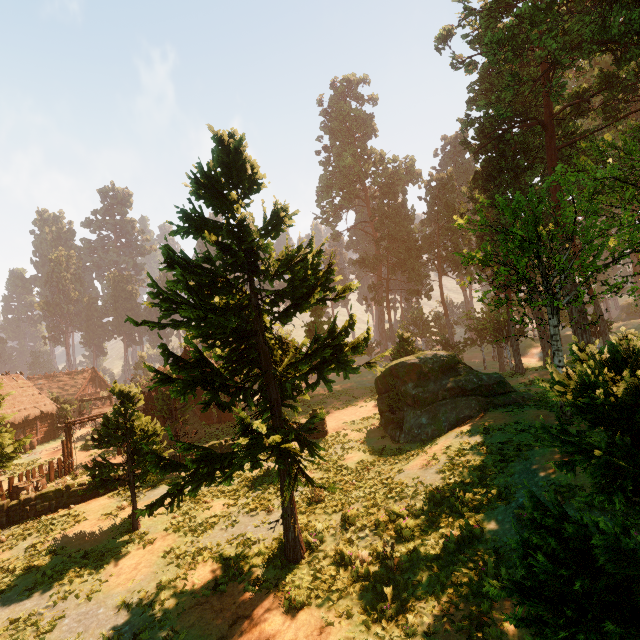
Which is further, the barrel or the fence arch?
the fence arch

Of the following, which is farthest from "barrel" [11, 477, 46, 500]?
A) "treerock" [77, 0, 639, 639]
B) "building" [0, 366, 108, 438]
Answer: "treerock" [77, 0, 639, 639]

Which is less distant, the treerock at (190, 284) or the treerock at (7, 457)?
the treerock at (190, 284)

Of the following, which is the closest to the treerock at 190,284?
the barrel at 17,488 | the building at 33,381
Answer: the building at 33,381

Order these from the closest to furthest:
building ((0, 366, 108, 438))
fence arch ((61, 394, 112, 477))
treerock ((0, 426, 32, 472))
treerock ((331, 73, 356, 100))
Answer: treerock ((0, 426, 32, 472)) → fence arch ((61, 394, 112, 477)) → building ((0, 366, 108, 438)) → treerock ((331, 73, 356, 100))

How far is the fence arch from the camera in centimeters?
2212cm

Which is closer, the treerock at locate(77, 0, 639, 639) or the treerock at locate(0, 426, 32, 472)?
the treerock at locate(77, 0, 639, 639)

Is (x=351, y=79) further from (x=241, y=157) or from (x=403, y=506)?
(x=403, y=506)
